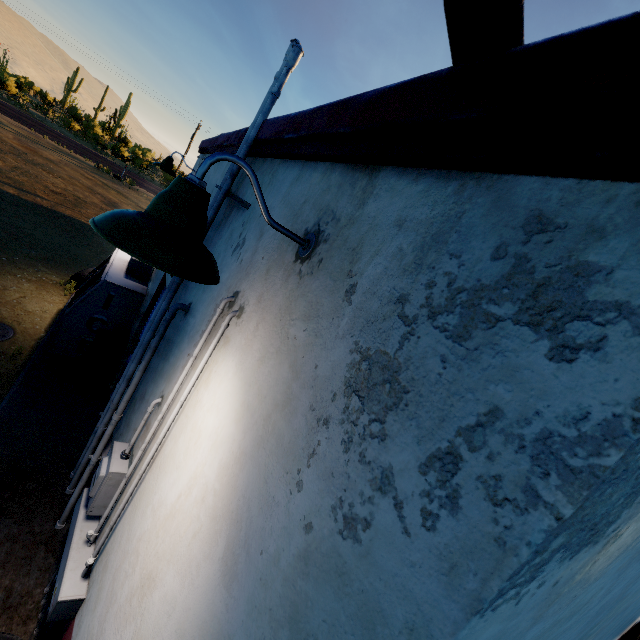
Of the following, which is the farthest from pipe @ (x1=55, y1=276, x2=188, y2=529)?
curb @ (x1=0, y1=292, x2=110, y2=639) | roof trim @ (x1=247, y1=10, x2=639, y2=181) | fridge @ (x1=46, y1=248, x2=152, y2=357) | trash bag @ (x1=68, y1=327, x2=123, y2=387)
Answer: fridge @ (x1=46, y1=248, x2=152, y2=357)

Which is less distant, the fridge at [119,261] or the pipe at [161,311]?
the pipe at [161,311]

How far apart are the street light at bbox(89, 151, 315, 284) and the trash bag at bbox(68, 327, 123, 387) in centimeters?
443cm

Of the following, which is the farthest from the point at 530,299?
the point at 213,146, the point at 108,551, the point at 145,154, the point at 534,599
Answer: the point at 145,154

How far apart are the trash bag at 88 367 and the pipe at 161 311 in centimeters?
223cm

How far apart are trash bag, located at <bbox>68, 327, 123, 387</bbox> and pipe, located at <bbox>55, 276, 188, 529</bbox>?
2.23m

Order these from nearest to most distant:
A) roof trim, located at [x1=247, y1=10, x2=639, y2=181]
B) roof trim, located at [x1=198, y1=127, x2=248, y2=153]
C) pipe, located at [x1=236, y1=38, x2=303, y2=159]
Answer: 1. roof trim, located at [x1=247, y1=10, x2=639, y2=181]
2. pipe, located at [x1=236, y1=38, x2=303, y2=159]
3. roof trim, located at [x1=198, y1=127, x2=248, y2=153]

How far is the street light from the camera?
1.0 meters
